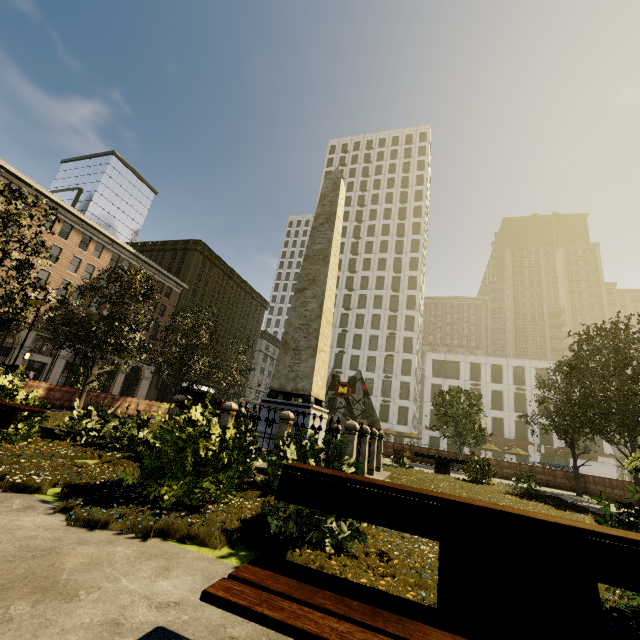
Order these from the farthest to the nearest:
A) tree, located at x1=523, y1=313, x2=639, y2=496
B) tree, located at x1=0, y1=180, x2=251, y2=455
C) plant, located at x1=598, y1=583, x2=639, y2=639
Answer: tree, located at x1=523, y1=313, x2=639, y2=496 < tree, located at x1=0, y1=180, x2=251, y2=455 < plant, located at x1=598, y1=583, x2=639, y2=639

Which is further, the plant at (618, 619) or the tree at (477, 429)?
the tree at (477, 429)

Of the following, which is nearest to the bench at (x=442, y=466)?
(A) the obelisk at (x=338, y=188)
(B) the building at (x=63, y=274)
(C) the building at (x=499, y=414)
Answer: (A) the obelisk at (x=338, y=188)

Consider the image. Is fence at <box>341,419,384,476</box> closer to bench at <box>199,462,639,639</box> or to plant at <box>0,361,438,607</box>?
plant at <box>0,361,438,607</box>

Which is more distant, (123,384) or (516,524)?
(123,384)

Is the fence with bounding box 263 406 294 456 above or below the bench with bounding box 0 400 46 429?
above

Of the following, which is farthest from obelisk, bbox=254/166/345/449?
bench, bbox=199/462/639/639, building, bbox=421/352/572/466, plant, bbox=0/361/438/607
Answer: building, bbox=421/352/572/466

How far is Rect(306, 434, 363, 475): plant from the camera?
3.53m
